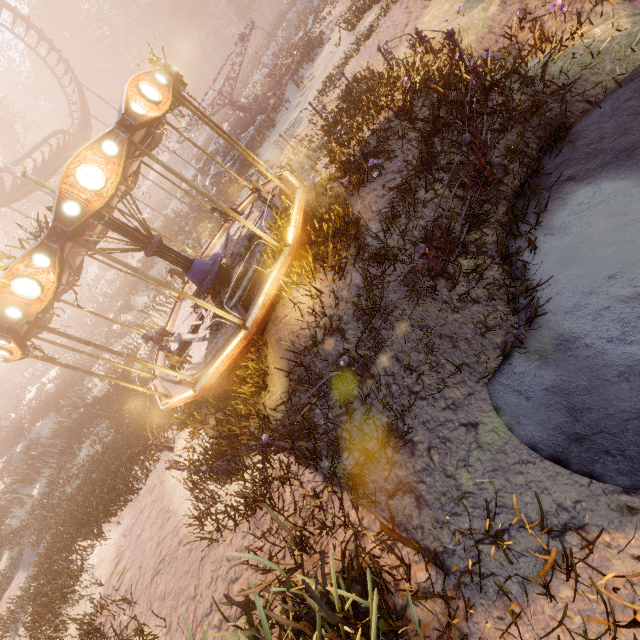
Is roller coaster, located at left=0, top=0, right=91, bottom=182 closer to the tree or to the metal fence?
the tree

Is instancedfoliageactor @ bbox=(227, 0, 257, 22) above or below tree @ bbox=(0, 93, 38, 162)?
below

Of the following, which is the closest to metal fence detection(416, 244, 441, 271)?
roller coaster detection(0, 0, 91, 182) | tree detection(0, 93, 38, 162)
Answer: roller coaster detection(0, 0, 91, 182)

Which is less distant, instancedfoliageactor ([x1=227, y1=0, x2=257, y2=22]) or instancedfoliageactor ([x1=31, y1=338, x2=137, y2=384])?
instancedfoliageactor ([x1=31, y1=338, x2=137, y2=384])

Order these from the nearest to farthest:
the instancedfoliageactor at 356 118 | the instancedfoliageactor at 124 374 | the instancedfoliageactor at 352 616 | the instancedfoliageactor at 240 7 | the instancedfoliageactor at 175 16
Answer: the instancedfoliageactor at 352 616, the instancedfoliageactor at 356 118, the instancedfoliageactor at 124 374, the instancedfoliageactor at 240 7, the instancedfoliageactor at 175 16

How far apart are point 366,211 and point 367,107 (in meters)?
3.16

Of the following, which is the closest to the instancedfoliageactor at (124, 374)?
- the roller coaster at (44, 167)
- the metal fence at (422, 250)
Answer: the roller coaster at (44, 167)

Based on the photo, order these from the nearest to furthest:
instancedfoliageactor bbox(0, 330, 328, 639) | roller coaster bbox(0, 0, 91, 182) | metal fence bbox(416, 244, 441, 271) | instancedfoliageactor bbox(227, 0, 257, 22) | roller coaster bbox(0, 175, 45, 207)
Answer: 1. metal fence bbox(416, 244, 441, 271)
2. instancedfoliageactor bbox(0, 330, 328, 639)
3. roller coaster bbox(0, 175, 45, 207)
4. roller coaster bbox(0, 0, 91, 182)
5. instancedfoliageactor bbox(227, 0, 257, 22)
